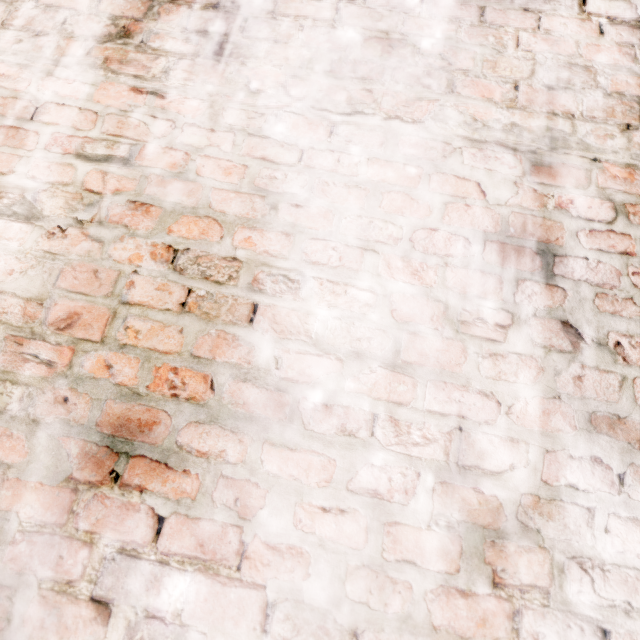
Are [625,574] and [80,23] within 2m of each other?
no
